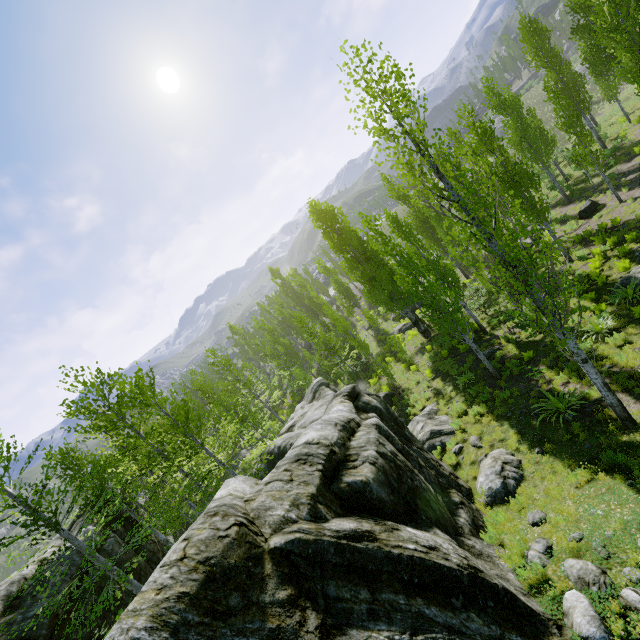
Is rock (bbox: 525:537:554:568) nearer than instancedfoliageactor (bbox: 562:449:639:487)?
Yes

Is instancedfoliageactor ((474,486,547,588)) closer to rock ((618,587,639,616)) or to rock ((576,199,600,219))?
rock ((618,587,639,616))

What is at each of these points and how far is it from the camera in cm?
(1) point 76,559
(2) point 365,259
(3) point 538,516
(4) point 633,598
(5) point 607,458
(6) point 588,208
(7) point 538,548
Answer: (1) rock, 1330
(2) instancedfoliageactor, 2534
(3) rock, 742
(4) rock, 473
(5) instancedfoliageactor, 754
(6) rock, 2108
(7) rock, 654

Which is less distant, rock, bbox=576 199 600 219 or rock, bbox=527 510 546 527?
rock, bbox=527 510 546 527

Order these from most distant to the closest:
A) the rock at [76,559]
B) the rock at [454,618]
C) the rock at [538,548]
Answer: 1. the rock at [76,559]
2. the rock at [538,548]
3. the rock at [454,618]

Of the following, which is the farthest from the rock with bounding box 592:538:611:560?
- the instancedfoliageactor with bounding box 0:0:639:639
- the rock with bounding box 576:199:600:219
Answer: the rock with bounding box 576:199:600:219

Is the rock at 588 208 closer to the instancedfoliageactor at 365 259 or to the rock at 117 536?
the instancedfoliageactor at 365 259
